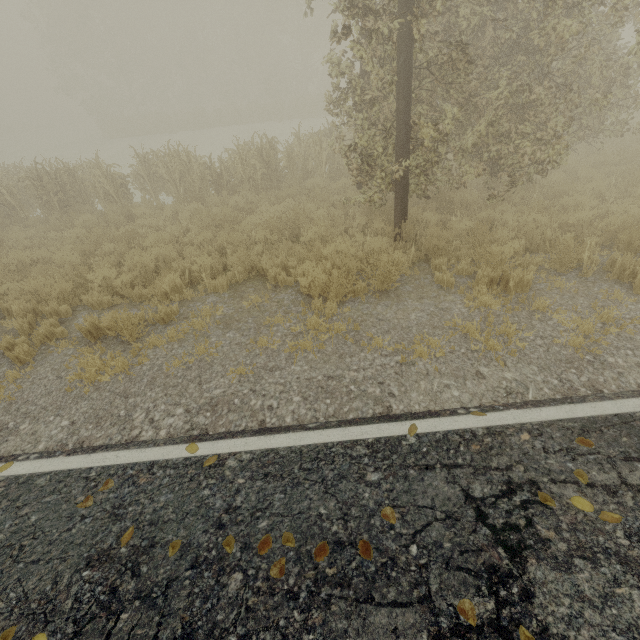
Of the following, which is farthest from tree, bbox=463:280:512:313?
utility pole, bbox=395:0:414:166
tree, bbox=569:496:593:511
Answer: tree, bbox=569:496:593:511

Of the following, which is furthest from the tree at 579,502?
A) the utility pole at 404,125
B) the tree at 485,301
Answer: the tree at 485,301

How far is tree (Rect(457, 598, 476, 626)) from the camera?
2.12m

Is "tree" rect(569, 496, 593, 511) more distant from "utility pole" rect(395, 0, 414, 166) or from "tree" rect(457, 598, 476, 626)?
"tree" rect(457, 598, 476, 626)

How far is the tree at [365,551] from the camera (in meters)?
2.48

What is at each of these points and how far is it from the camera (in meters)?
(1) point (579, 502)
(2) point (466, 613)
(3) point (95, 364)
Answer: (1) tree, 2.62
(2) tree, 2.16
(3) tree, 4.77
